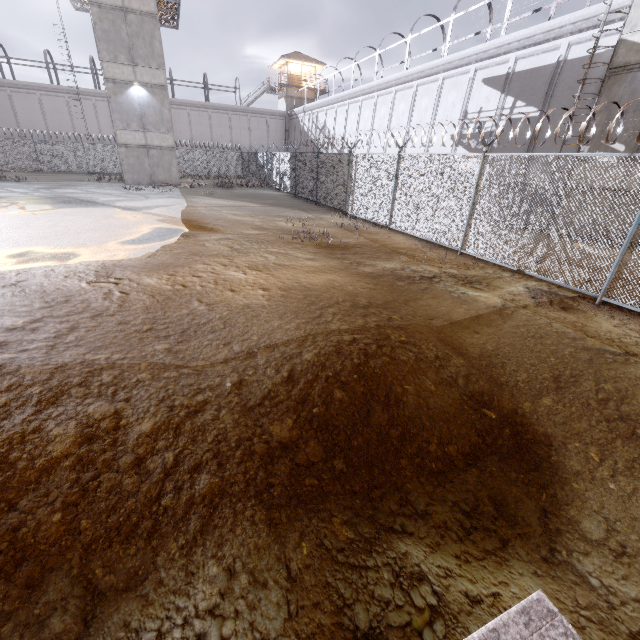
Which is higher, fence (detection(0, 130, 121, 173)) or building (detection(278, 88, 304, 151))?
building (detection(278, 88, 304, 151))

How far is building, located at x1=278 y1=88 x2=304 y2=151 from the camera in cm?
4300

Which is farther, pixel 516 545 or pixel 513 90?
pixel 513 90

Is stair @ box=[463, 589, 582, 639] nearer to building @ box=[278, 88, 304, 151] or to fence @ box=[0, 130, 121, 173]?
fence @ box=[0, 130, 121, 173]

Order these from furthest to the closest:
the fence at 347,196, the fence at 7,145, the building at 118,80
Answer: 1. the fence at 7,145
2. the building at 118,80
3. the fence at 347,196

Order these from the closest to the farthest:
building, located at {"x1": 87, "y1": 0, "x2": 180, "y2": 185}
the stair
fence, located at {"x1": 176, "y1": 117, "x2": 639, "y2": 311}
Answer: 1. the stair
2. fence, located at {"x1": 176, "y1": 117, "x2": 639, "y2": 311}
3. building, located at {"x1": 87, "y1": 0, "x2": 180, "y2": 185}

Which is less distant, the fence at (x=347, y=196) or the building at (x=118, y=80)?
the fence at (x=347, y=196)

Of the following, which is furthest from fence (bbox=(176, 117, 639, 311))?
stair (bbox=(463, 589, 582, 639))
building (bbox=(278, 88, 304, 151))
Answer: building (bbox=(278, 88, 304, 151))
